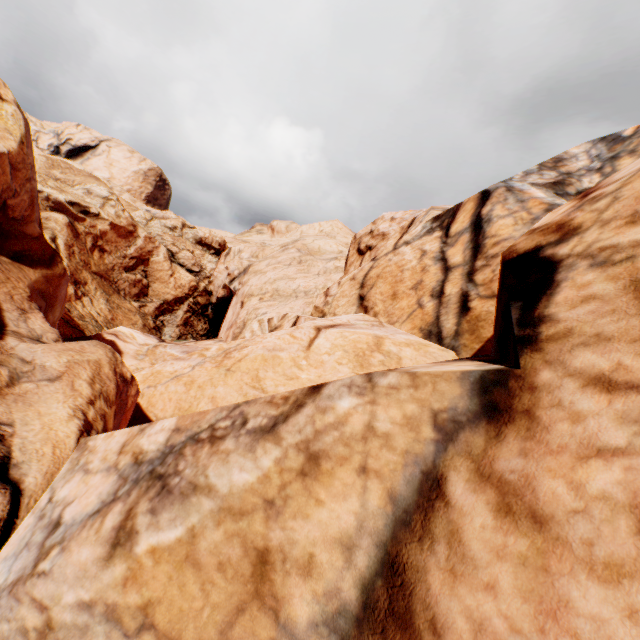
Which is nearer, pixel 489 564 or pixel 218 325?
pixel 489 564
